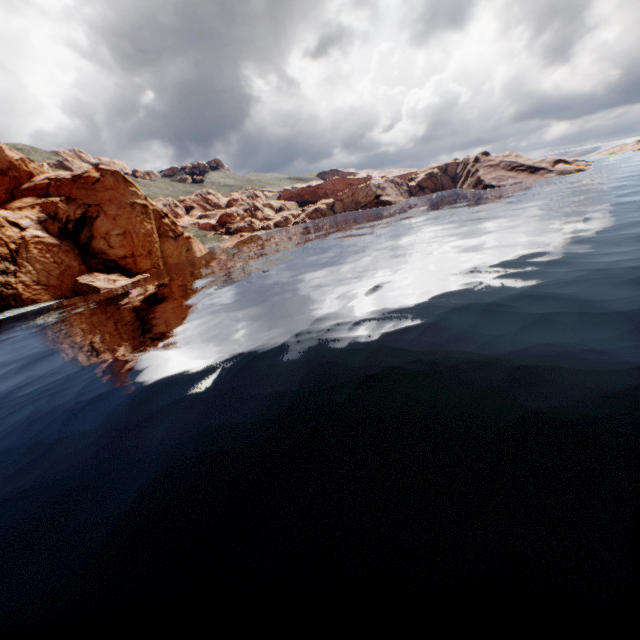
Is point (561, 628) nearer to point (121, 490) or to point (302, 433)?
point (302, 433)
